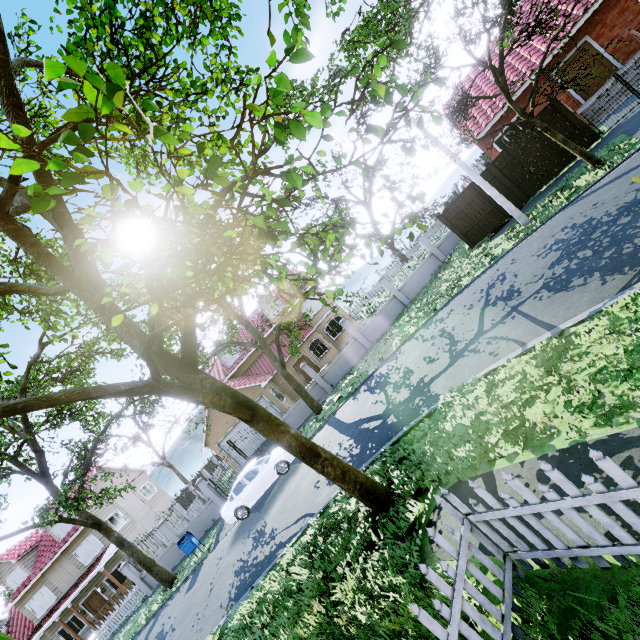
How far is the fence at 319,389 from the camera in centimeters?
2019cm

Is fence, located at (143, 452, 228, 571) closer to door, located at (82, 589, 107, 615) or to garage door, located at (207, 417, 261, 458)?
garage door, located at (207, 417, 261, 458)

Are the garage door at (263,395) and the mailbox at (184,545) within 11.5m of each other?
yes

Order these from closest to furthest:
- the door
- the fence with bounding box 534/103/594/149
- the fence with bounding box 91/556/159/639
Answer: the fence with bounding box 534/103/594/149 → the fence with bounding box 91/556/159/639 → the door

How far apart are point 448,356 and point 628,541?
7.00m

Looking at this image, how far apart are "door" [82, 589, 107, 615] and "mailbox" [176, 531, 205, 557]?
14.9m

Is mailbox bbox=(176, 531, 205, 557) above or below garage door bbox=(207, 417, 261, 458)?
below

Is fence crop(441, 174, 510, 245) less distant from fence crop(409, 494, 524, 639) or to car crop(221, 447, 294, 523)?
car crop(221, 447, 294, 523)
